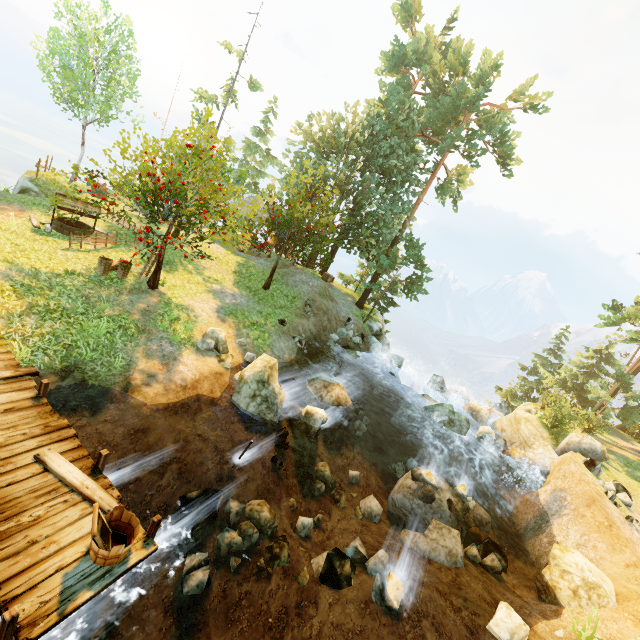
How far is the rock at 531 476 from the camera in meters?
17.0 m

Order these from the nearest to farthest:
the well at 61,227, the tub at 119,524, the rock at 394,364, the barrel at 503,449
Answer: the tub at 119,524, the well at 61,227, the barrel at 503,449, the rock at 394,364

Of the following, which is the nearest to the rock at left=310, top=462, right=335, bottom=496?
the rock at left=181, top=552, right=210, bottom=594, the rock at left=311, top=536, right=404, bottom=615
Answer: the rock at left=311, top=536, right=404, bottom=615

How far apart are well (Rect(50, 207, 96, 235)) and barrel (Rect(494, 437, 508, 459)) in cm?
2402

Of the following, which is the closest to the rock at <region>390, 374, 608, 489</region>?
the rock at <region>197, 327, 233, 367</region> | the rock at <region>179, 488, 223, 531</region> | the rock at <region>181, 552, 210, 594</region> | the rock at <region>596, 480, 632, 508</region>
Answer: the rock at <region>596, 480, 632, 508</region>

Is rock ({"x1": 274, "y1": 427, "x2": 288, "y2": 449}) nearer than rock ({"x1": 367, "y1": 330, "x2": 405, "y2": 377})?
Yes

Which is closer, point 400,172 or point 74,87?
point 74,87

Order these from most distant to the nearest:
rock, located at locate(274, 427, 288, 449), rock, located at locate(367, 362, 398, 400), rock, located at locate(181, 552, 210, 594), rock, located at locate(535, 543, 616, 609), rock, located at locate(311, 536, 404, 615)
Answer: rock, located at locate(367, 362, 398, 400) → rock, located at locate(274, 427, 288, 449) → rock, located at locate(535, 543, 616, 609) → rock, located at locate(311, 536, 404, 615) → rock, located at locate(181, 552, 210, 594)
